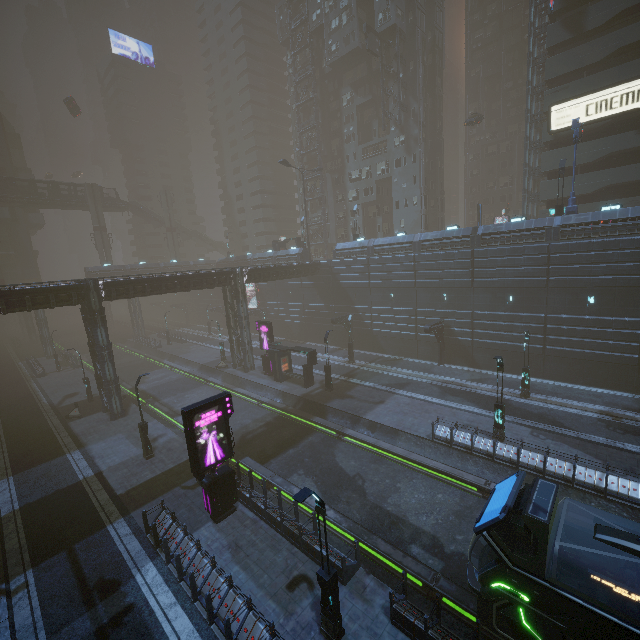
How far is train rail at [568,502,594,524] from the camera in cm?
1440

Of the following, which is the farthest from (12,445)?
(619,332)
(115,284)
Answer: (619,332)

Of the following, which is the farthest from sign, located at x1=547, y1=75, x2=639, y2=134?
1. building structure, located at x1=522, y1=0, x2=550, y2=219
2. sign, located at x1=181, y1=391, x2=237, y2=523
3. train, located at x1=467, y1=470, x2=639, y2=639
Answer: sign, located at x1=181, y1=391, x2=237, y2=523

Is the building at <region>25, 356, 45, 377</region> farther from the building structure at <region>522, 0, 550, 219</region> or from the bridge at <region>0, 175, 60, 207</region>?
the bridge at <region>0, 175, 60, 207</region>

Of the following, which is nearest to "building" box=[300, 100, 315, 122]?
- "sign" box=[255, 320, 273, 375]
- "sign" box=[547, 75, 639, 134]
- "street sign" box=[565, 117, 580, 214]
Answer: "sign" box=[547, 75, 639, 134]

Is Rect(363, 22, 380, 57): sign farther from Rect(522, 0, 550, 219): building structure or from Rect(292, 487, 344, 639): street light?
Rect(292, 487, 344, 639): street light

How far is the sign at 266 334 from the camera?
34.1m

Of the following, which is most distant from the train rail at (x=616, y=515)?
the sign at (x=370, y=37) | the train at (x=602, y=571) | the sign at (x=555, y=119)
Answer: the sign at (x=370, y=37)
